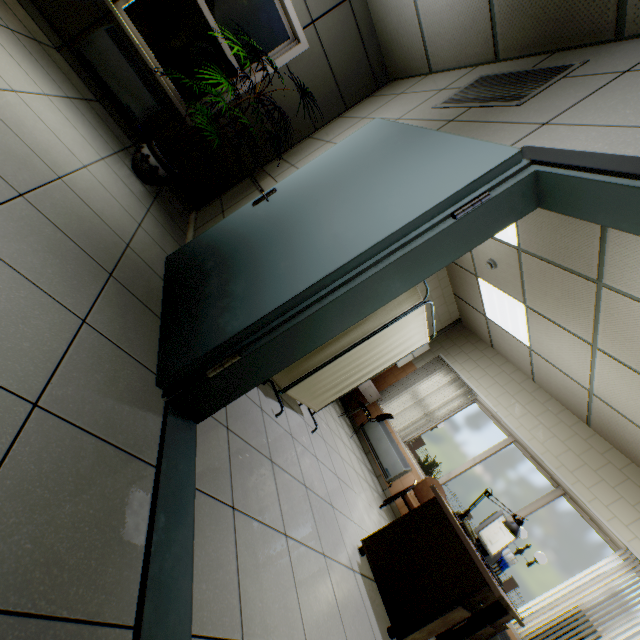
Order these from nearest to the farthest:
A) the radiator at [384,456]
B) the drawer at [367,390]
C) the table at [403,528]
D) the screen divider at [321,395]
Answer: the table at [403,528] → the screen divider at [321,395] → the radiator at [384,456] → the drawer at [367,390]

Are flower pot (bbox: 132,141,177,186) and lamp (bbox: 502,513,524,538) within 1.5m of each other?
no

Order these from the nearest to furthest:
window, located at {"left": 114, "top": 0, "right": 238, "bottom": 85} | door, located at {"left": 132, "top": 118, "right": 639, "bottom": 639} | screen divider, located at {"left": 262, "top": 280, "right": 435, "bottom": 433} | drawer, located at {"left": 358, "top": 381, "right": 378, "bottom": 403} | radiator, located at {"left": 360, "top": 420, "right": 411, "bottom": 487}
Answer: door, located at {"left": 132, "top": 118, "right": 639, "bottom": 639}
screen divider, located at {"left": 262, "top": 280, "right": 435, "bottom": 433}
window, located at {"left": 114, "top": 0, "right": 238, "bottom": 85}
radiator, located at {"left": 360, "top": 420, "right": 411, "bottom": 487}
drawer, located at {"left": 358, "top": 381, "right": 378, "bottom": 403}

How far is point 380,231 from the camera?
1.5 meters

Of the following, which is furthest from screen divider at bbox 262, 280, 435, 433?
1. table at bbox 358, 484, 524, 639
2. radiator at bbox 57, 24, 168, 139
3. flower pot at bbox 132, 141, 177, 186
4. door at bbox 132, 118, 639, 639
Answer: radiator at bbox 57, 24, 168, 139

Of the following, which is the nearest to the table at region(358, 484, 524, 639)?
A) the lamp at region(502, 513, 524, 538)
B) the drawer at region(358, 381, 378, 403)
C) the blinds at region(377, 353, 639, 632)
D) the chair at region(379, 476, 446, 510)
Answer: the lamp at region(502, 513, 524, 538)

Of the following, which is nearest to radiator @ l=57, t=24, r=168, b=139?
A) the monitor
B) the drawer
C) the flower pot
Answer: the flower pot

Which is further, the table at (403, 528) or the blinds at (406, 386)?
the blinds at (406, 386)
